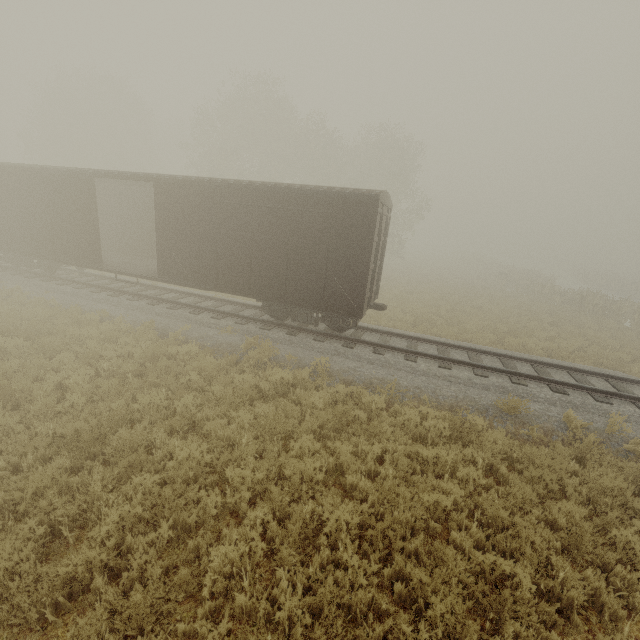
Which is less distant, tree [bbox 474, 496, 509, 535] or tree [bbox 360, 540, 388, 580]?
tree [bbox 360, 540, 388, 580]

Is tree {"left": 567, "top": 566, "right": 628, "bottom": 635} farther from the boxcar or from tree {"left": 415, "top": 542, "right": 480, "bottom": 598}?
the boxcar

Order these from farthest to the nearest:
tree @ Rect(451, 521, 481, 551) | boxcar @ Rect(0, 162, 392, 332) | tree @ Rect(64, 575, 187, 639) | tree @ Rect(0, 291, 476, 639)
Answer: boxcar @ Rect(0, 162, 392, 332)
tree @ Rect(451, 521, 481, 551)
tree @ Rect(0, 291, 476, 639)
tree @ Rect(64, 575, 187, 639)

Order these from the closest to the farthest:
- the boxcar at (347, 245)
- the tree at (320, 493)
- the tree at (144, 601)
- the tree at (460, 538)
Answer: the tree at (144, 601)
the tree at (320, 493)
the tree at (460, 538)
the boxcar at (347, 245)

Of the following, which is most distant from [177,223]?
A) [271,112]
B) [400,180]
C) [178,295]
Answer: [271,112]

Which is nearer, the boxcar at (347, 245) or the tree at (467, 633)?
the tree at (467, 633)
